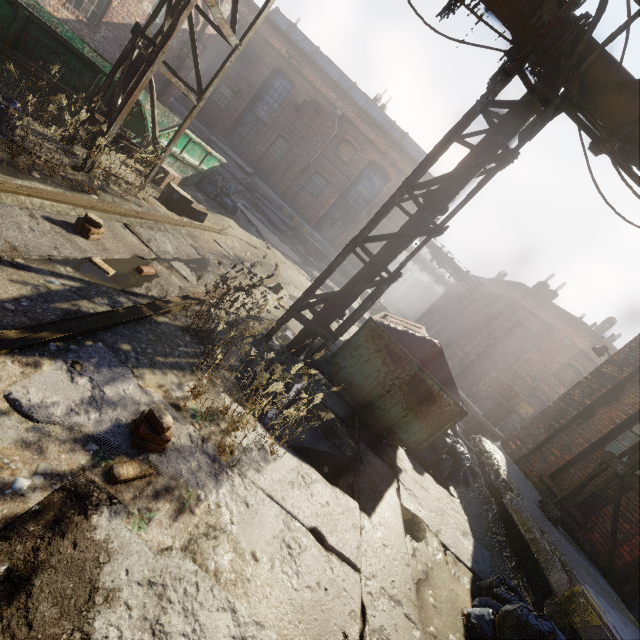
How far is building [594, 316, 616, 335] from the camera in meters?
21.1

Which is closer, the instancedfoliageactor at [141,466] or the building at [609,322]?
the instancedfoliageactor at [141,466]

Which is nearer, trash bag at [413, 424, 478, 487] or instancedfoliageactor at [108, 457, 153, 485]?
instancedfoliageactor at [108, 457, 153, 485]

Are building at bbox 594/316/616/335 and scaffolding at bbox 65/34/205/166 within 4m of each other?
no

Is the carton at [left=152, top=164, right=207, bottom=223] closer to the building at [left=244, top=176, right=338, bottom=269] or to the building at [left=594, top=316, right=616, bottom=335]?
the building at [left=244, top=176, right=338, bottom=269]

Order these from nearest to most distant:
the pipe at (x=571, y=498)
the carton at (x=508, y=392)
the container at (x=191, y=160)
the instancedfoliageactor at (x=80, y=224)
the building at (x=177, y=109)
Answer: the instancedfoliageactor at (x=80, y=224) → the pipe at (x=571, y=498) → the container at (x=191, y=160) → the carton at (x=508, y=392) → the building at (x=177, y=109)

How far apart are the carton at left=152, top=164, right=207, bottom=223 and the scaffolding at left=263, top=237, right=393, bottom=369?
3.3 meters

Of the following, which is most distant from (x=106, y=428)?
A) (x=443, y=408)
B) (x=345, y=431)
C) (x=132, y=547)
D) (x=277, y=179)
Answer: (x=277, y=179)
